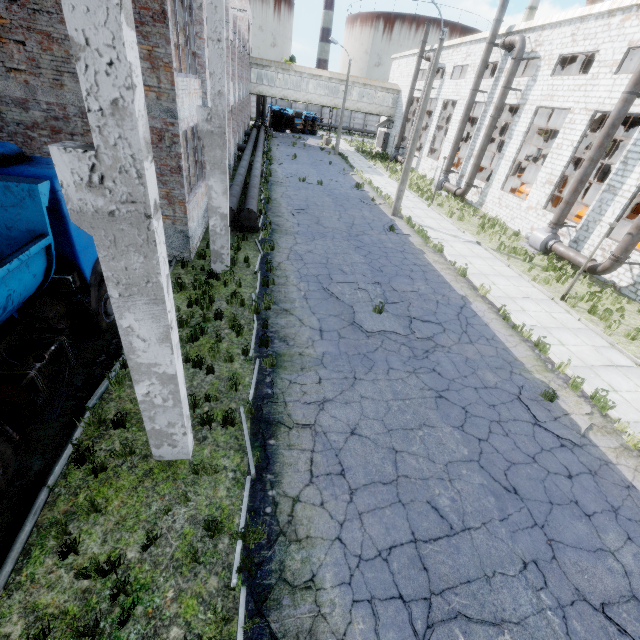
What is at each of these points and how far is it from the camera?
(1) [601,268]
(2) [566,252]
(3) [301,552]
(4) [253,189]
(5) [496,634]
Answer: (1) pipe, 14.81m
(2) pipe, 16.56m
(3) asphalt debris, 4.73m
(4) pipe, 15.90m
(5) asphalt debris, 4.29m

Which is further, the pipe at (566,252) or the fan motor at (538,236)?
the fan motor at (538,236)

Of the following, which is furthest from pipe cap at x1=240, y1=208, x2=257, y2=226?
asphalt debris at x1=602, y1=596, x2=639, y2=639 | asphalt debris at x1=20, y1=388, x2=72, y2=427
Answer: asphalt debris at x1=602, y1=596, x2=639, y2=639

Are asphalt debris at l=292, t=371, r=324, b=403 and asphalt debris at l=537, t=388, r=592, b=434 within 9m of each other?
yes

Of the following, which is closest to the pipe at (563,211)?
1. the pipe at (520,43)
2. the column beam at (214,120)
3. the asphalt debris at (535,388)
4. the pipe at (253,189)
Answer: the pipe at (520,43)

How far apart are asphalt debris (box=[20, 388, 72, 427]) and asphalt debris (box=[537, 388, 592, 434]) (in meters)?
10.12

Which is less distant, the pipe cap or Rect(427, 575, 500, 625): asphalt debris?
Rect(427, 575, 500, 625): asphalt debris

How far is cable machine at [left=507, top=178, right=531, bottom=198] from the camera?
24.2 meters
